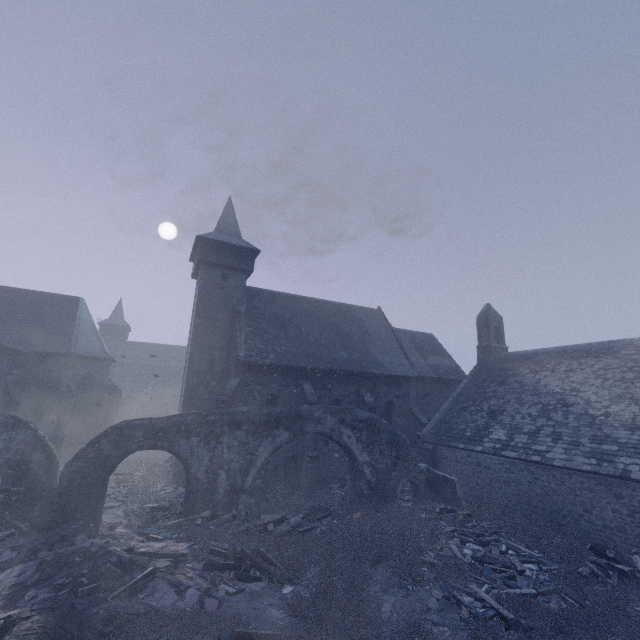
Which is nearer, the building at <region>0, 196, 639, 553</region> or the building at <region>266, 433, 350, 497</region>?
the building at <region>0, 196, 639, 553</region>

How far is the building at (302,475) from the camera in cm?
1777

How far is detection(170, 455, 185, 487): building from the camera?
18.02m

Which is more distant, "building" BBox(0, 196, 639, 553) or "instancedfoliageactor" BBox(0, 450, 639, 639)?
"building" BBox(0, 196, 639, 553)

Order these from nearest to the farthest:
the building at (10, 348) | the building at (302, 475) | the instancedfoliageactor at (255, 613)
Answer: the instancedfoliageactor at (255, 613) < the building at (10, 348) < the building at (302, 475)

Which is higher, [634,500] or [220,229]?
[220,229]

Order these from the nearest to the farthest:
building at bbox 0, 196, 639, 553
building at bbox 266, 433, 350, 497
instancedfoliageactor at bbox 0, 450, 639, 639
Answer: instancedfoliageactor at bbox 0, 450, 639, 639 < building at bbox 0, 196, 639, 553 < building at bbox 266, 433, 350, 497
